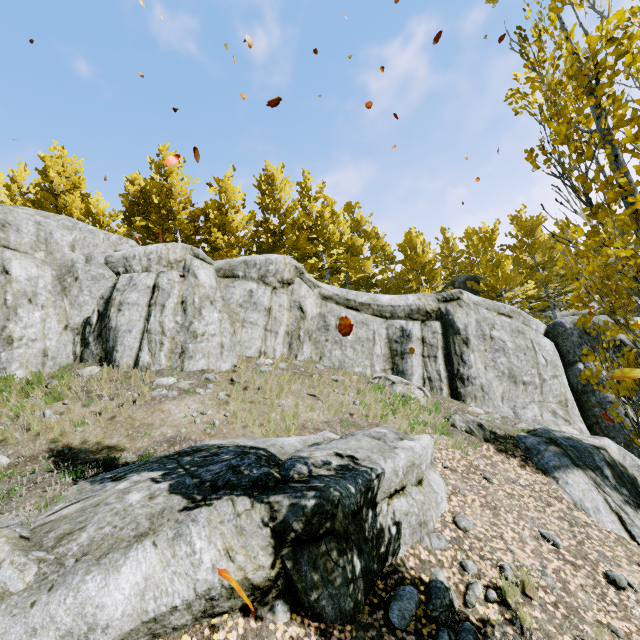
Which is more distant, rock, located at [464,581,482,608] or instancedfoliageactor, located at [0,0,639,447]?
rock, located at [464,581,482,608]

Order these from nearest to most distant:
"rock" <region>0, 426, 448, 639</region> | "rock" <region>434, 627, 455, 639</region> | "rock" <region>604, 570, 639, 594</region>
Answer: "rock" <region>0, 426, 448, 639</region> → "rock" <region>434, 627, 455, 639</region> → "rock" <region>604, 570, 639, 594</region>

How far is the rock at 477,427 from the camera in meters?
8.2

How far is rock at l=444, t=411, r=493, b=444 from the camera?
8.17m

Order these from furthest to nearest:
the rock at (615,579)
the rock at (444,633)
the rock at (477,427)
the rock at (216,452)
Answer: the rock at (477,427) < the rock at (615,579) < the rock at (444,633) < the rock at (216,452)

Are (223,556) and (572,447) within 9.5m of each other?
yes
